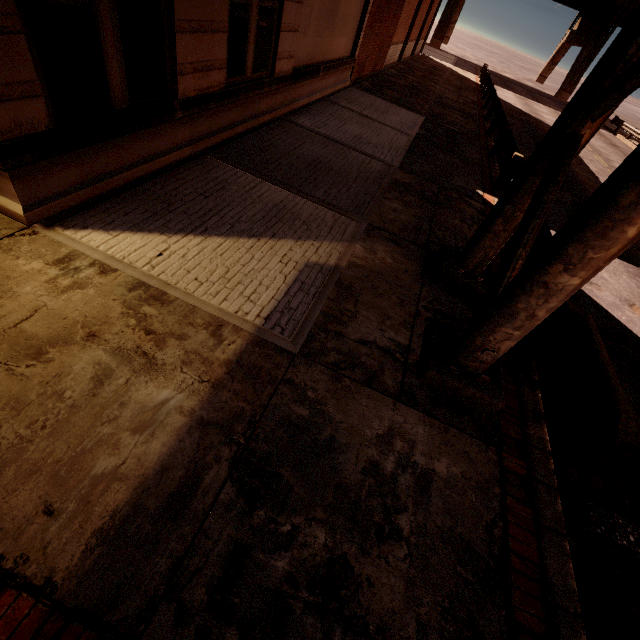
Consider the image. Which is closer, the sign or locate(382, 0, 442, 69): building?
the sign

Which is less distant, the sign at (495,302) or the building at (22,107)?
the sign at (495,302)

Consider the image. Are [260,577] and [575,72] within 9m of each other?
no

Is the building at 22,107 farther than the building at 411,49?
No

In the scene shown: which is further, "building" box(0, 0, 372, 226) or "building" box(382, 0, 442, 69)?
"building" box(382, 0, 442, 69)

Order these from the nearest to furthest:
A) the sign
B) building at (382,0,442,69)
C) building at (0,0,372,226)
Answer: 1. the sign
2. building at (0,0,372,226)
3. building at (382,0,442,69)
